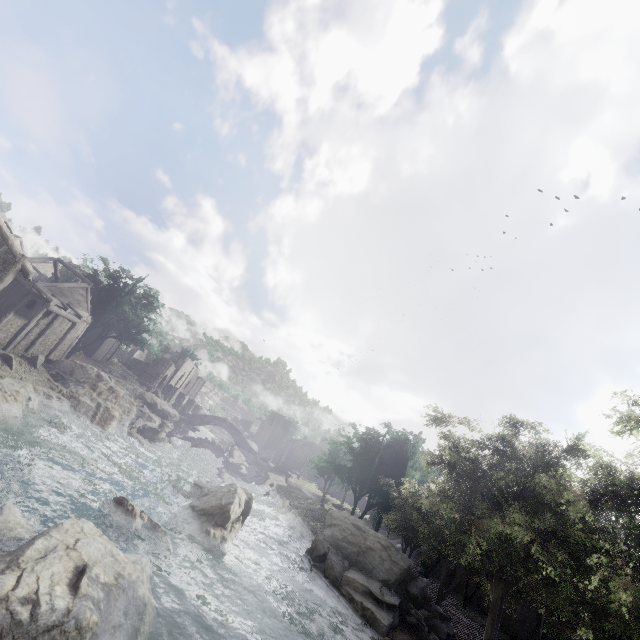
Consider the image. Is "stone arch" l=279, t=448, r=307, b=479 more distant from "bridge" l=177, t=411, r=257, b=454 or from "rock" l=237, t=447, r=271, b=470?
"bridge" l=177, t=411, r=257, b=454

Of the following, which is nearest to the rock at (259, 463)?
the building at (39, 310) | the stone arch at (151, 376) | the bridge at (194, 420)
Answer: the bridge at (194, 420)

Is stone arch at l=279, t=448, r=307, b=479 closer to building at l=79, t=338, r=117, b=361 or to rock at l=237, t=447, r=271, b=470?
building at l=79, t=338, r=117, b=361

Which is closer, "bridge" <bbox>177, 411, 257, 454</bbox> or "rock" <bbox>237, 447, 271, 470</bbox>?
"rock" <bbox>237, 447, 271, 470</bbox>

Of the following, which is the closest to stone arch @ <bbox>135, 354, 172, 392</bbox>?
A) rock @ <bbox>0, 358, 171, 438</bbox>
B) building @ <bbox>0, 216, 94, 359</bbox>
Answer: building @ <bbox>0, 216, 94, 359</bbox>

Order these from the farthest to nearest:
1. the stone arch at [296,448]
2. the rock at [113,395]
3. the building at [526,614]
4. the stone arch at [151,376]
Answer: the stone arch at [296,448] < the stone arch at [151,376] < the building at [526,614] < the rock at [113,395]

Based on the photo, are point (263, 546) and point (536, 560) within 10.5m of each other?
no
